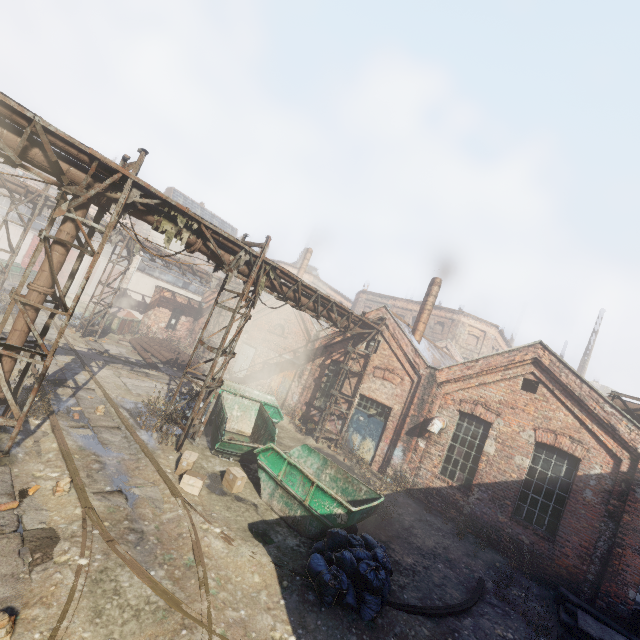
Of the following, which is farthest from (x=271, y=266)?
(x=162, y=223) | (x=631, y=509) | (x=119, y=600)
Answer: (x=631, y=509)

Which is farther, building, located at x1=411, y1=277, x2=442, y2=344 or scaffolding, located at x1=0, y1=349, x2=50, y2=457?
building, located at x1=411, y1=277, x2=442, y2=344

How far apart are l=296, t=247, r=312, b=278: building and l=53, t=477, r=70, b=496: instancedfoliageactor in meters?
25.0

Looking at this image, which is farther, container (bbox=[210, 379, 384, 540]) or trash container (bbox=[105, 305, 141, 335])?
trash container (bbox=[105, 305, 141, 335])

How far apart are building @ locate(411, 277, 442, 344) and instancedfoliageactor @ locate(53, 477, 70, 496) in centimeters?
1511cm

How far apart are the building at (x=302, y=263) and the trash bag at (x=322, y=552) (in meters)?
23.94

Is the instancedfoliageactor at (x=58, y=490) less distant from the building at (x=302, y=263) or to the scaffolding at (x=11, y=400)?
the scaffolding at (x=11, y=400)

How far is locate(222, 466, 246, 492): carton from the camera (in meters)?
8.61
